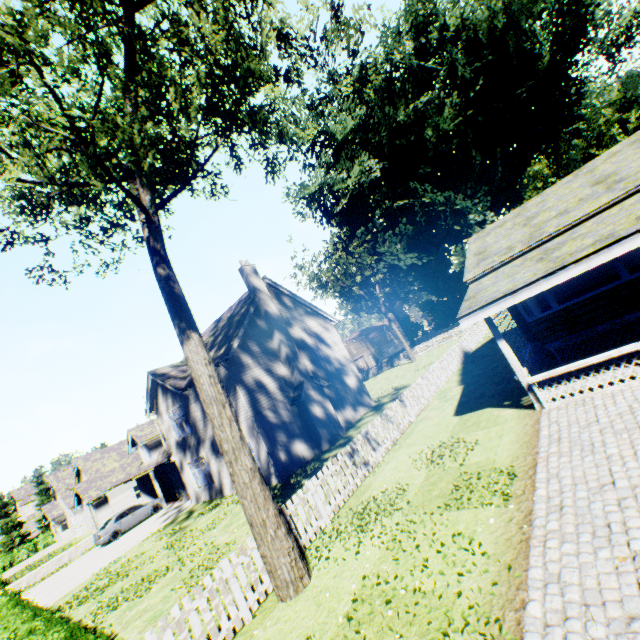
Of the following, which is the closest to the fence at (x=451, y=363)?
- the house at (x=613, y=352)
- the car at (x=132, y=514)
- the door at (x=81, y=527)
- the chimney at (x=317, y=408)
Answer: the house at (x=613, y=352)

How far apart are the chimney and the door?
38.7 meters

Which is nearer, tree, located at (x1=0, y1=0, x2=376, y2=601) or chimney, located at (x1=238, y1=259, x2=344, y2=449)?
tree, located at (x1=0, y1=0, x2=376, y2=601)

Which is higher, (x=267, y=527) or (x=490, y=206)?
(x=490, y=206)

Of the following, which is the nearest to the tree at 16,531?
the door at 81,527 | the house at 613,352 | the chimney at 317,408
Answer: the chimney at 317,408

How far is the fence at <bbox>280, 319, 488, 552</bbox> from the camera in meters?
8.7 m

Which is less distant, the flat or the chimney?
the flat

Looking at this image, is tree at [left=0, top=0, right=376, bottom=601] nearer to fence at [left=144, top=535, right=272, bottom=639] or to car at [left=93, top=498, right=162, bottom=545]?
fence at [left=144, top=535, right=272, bottom=639]
